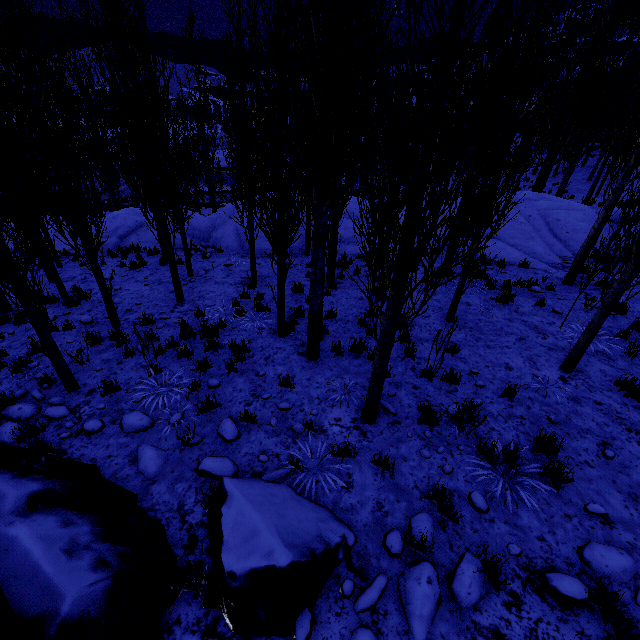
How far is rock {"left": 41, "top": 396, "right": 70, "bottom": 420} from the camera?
5.3 meters

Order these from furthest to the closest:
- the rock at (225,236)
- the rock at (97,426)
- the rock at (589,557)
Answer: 1. the rock at (225,236)
2. the rock at (97,426)
3. the rock at (589,557)

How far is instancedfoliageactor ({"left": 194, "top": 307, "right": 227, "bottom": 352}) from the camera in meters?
7.0

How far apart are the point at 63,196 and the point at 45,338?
2.9m

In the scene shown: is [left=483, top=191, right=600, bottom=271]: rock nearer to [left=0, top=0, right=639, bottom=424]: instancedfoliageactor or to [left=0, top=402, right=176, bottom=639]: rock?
[left=0, top=0, right=639, bottom=424]: instancedfoliageactor

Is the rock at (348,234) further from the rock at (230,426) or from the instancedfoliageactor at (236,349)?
the rock at (230,426)

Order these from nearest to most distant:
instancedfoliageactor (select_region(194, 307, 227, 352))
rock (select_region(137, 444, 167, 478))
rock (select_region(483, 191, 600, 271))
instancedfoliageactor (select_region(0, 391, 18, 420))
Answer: rock (select_region(137, 444, 167, 478))
instancedfoliageactor (select_region(0, 391, 18, 420))
instancedfoliageactor (select_region(194, 307, 227, 352))
rock (select_region(483, 191, 600, 271))
